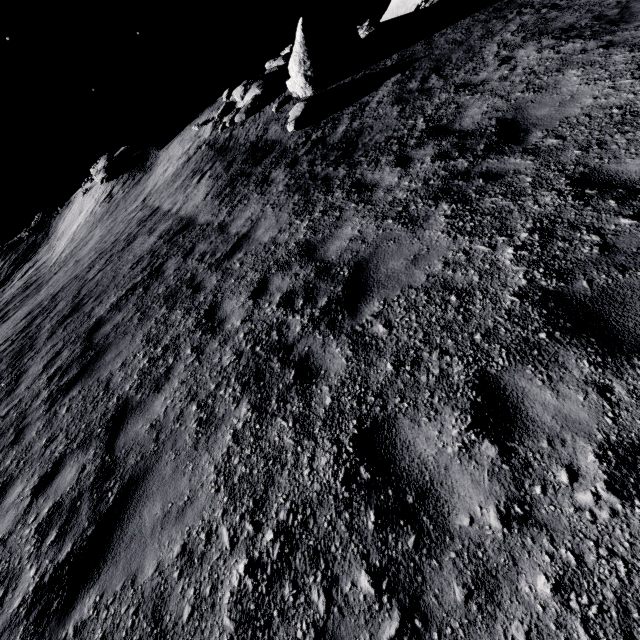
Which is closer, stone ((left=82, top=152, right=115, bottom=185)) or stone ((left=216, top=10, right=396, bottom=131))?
stone ((left=216, top=10, right=396, bottom=131))

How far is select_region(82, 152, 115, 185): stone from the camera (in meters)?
23.02

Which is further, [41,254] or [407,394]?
[41,254]

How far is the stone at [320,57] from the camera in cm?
1154

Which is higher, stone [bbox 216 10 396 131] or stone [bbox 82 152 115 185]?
stone [bbox 82 152 115 185]

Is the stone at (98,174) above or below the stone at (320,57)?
above

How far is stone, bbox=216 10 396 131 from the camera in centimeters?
1154cm
